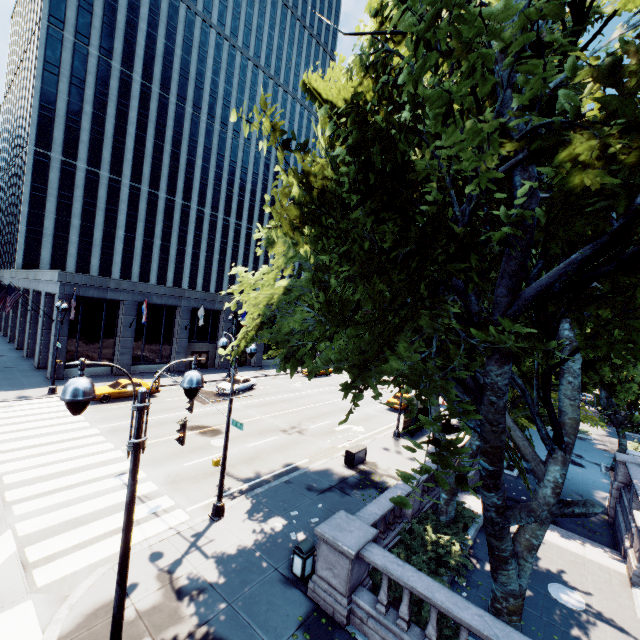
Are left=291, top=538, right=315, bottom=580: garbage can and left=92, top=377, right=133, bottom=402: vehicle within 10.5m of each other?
no

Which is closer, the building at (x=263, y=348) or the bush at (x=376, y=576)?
the bush at (x=376, y=576)

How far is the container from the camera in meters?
18.6

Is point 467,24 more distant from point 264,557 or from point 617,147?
point 264,557

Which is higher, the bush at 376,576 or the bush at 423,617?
the bush at 376,576

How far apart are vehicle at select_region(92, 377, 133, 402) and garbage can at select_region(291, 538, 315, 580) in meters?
21.2

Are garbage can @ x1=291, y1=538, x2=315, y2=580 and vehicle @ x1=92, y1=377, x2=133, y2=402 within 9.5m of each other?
no

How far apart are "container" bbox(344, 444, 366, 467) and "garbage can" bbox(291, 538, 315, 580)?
7.9 meters
